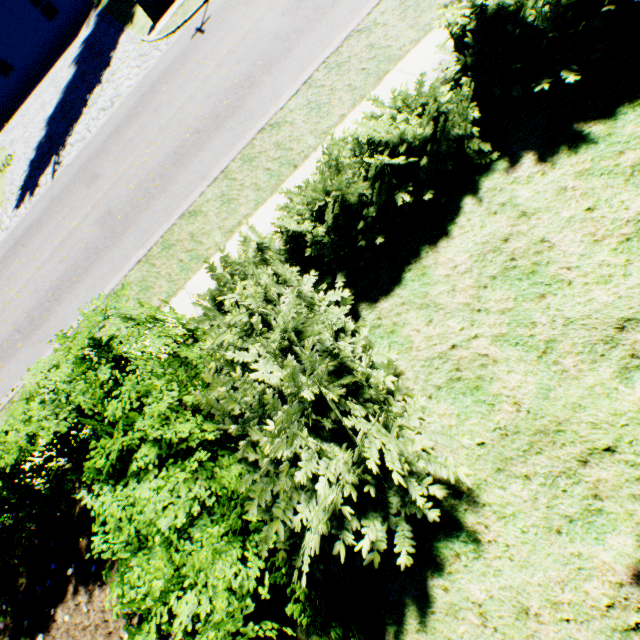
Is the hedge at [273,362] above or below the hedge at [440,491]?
above

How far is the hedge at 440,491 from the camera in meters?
3.0

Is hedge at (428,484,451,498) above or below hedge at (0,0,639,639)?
below

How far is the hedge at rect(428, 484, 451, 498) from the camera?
3.0m

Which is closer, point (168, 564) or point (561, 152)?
point (168, 564)
